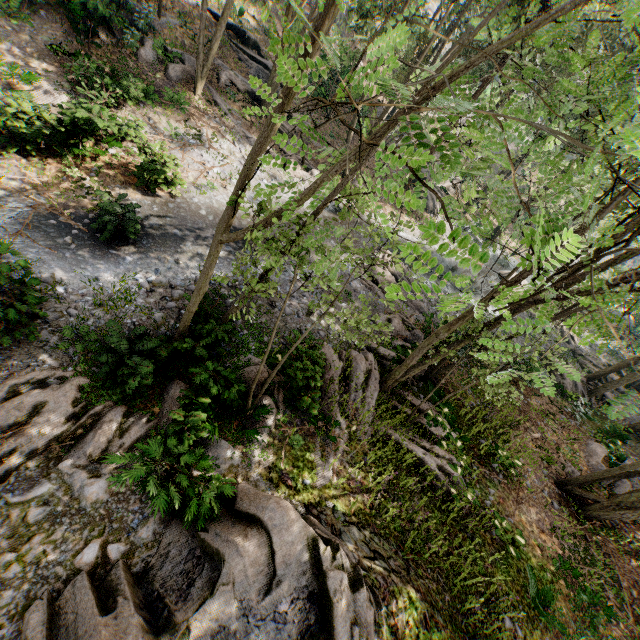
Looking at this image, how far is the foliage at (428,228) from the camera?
2.4 meters

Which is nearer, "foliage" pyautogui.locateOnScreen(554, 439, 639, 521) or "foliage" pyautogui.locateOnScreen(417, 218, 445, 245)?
"foliage" pyautogui.locateOnScreen(417, 218, 445, 245)

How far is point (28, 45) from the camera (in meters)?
14.23

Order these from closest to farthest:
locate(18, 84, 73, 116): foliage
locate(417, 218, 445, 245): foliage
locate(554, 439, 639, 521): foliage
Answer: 1. locate(417, 218, 445, 245): foliage
2. locate(18, 84, 73, 116): foliage
3. locate(554, 439, 639, 521): foliage

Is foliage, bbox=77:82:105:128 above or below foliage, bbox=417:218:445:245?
below

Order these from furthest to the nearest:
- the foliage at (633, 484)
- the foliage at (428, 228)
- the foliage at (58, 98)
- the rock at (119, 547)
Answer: the foliage at (633, 484)
the foliage at (58, 98)
the rock at (119, 547)
the foliage at (428, 228)

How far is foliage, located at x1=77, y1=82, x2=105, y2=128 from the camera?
11.4m
